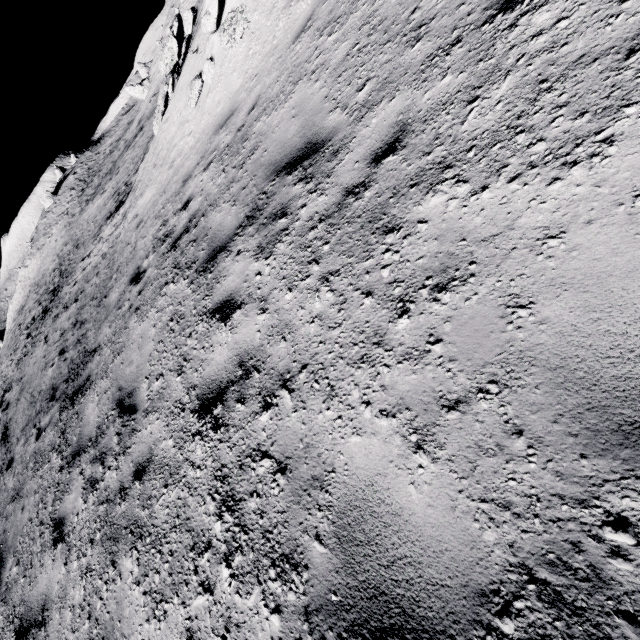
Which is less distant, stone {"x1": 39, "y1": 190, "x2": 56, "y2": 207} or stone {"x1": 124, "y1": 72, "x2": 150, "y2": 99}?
stone {"x1": 124, "y1": 72, "x2": 150, "y2": 99}

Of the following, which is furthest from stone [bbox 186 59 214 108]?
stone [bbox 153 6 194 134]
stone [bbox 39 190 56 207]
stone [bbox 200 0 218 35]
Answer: stone [bbox 39 190 56 207]

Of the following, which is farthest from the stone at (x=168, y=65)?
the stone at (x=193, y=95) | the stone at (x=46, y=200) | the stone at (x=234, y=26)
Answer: the stone at (x=46, y=200)

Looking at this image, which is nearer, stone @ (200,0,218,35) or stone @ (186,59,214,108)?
stone @ (200,0,218,35)

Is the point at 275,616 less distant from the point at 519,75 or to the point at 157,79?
the point at 519,75

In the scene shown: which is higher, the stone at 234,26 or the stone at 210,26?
the stone at 210,26

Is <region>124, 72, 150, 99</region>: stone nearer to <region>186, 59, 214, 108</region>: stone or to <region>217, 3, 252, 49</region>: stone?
<region>186, 59, 214, 108</region>: stone

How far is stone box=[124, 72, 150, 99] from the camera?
44.6 meters
